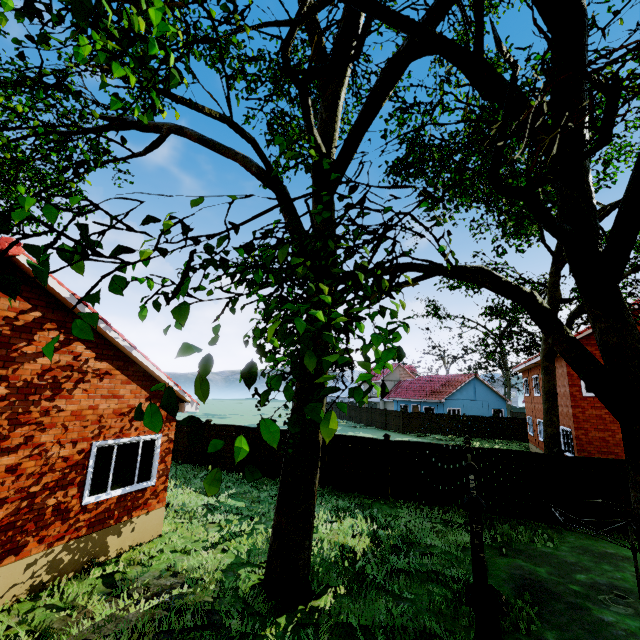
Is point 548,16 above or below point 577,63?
above

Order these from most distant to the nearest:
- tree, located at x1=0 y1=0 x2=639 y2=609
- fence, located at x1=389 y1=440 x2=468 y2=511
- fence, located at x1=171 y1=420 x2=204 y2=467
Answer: fence, located at x1=171 y1=420 x2=204 y2=467
fence, located at x1=389 y1=440 x2=468 y2=511
tree, located at x1=0 y1=0 x2=639 y2=609

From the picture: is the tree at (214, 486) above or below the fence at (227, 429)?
above

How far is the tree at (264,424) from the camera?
1.3m

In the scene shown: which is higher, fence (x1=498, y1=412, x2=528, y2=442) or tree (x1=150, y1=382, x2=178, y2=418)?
tree (x1=150, y1=382, x2=178, y2=418)

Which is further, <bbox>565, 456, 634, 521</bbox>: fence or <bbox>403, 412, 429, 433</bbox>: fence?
<bbox>403, 412, 429, 433</bbox>: fence

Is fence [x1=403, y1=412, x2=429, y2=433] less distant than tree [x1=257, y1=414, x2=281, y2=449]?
No

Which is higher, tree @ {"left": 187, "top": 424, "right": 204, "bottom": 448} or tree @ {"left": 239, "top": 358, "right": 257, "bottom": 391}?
tree @ {"left": 239, "top": 358, "right": 257, "bottom": 391}
